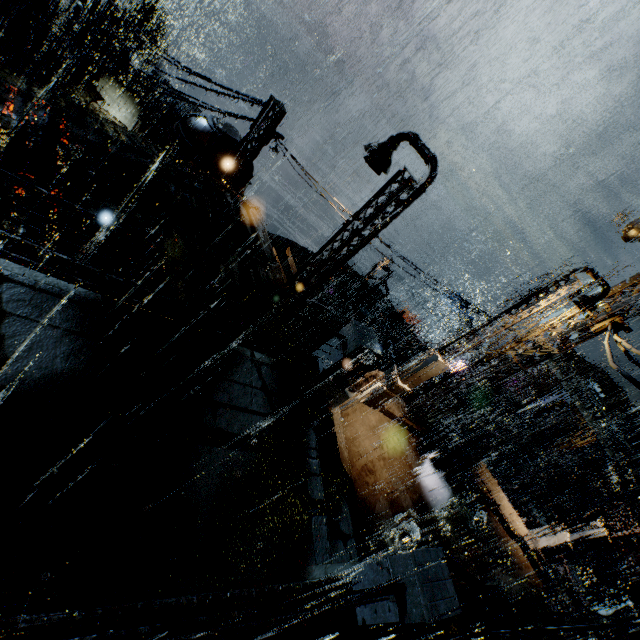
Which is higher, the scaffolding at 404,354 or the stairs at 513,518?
the scaffolding at 404,354

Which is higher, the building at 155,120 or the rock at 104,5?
the building at 155,120

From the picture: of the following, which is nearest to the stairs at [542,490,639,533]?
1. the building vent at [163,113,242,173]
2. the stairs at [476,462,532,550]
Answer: the stairs at [476,462,532,550]

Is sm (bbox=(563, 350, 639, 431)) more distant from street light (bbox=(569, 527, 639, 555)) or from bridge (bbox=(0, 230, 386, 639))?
bridge (bbox=(0, 230, 386, 639))

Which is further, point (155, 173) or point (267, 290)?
point (267, 290)

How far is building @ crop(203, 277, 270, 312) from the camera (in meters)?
9.08

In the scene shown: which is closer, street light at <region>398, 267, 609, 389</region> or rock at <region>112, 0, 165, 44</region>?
street light at <region>398, 267, 609, 389</region>

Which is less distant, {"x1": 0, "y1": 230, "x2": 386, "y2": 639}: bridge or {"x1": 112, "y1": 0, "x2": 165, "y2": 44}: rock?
{"x1": 0, "y1": 230, "x2": 386, "y2": 639}: bridge
